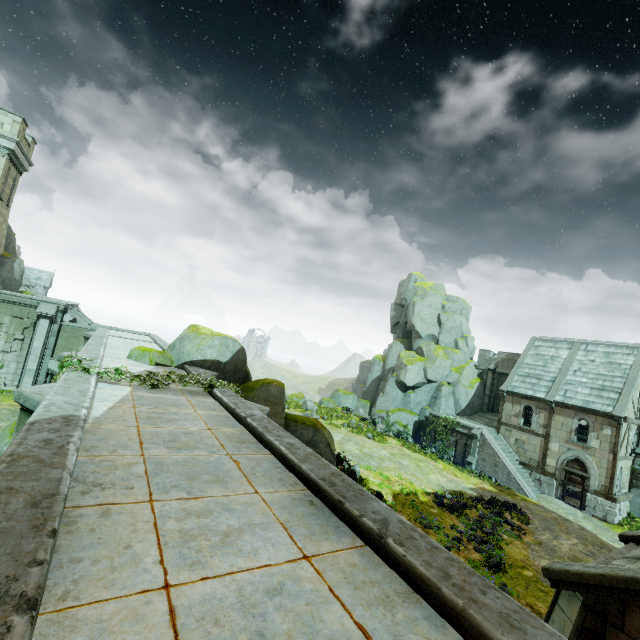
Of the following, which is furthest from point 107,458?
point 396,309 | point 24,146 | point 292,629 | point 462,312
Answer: point 396,309

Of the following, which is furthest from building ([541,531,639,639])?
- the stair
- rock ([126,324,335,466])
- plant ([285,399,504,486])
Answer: plant ([285,399,504,486])

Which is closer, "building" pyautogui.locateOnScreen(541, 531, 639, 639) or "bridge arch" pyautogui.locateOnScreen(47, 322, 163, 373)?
"building" pyautogui.locateOnScreen(541, 531, 639, 639)

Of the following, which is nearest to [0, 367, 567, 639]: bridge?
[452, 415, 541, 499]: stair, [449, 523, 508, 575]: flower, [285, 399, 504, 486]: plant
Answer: → [449, 523, 508, 575]: flower

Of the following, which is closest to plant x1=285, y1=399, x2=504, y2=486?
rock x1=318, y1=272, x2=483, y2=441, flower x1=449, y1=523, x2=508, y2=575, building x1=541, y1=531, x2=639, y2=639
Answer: rock x1=318, y1=272, x2=483, y2=441

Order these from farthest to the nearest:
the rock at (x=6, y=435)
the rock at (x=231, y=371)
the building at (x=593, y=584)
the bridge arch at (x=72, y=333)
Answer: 1. the bridge arch at (x=72, y=333)
2. the rock at (x=231, y=371)
3. the rock at (x=6, y=435)
4. the building at (x=593, y=584)

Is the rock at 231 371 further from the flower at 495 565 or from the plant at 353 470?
the flower at 495 565

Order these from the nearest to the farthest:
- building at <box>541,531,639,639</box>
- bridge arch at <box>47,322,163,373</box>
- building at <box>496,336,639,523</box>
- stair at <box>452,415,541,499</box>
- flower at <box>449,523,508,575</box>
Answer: building at <box>541,531,639,639</box> → flower at <box>449,523,508,575</box> → bridge arch at <box>47,322,163,373</box> → building at <box>496,336,639,523</box> → stair at <box>452,415,541,499</box>
